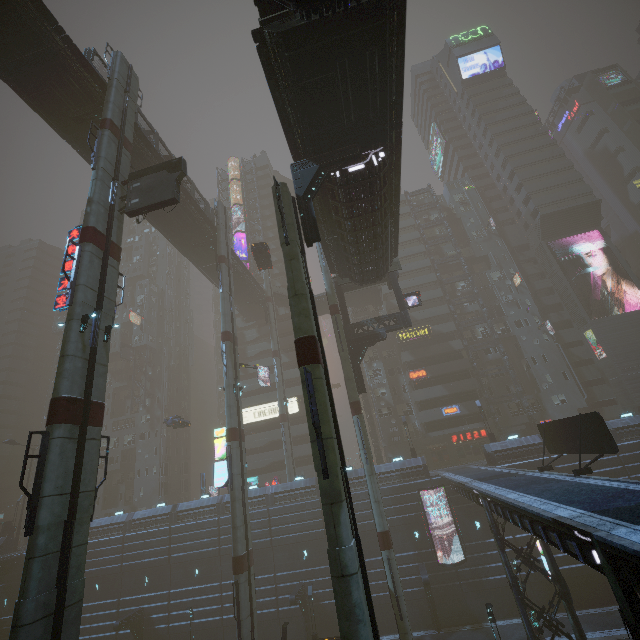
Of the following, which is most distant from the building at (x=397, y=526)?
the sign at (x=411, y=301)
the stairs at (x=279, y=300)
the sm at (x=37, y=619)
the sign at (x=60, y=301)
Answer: the sign at (x=60, y=301)

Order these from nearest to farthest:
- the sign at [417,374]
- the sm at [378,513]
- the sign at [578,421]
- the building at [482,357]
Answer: the sign at [578,421] < the sm at [378,513] < the sign at [417,374] < the building at [482,357]

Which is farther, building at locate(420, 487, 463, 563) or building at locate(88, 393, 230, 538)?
building at locate(88, 393, 230, 538)

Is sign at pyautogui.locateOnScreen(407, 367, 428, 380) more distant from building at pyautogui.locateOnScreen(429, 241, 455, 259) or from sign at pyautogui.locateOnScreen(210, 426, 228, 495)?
sign at pyautogui.locateOnScreen(210, 426, 228, 495)

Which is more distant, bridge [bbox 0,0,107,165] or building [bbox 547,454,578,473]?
building [bbox 547,454,578,473]

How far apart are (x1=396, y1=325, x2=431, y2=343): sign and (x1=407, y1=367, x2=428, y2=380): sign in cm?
434

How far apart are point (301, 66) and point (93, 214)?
13.01m

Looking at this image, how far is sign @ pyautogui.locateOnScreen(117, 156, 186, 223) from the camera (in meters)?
18.61
